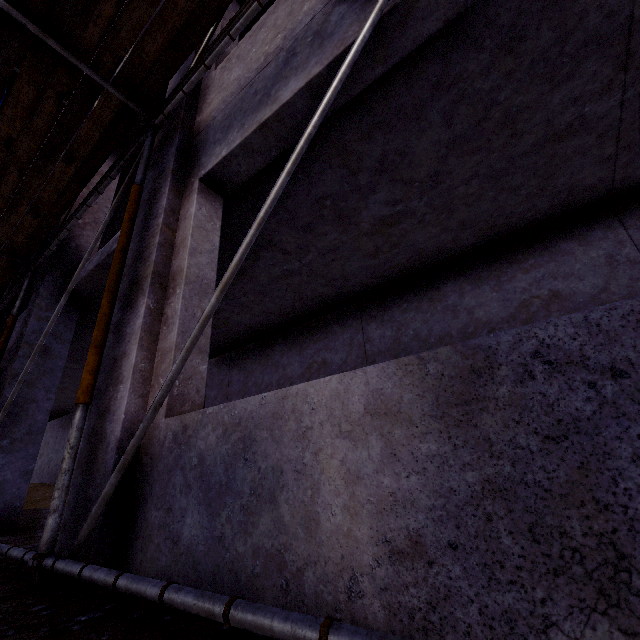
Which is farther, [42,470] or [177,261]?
[42,470]

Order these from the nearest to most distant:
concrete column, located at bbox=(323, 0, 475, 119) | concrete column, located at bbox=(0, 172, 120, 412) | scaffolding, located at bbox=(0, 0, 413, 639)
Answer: scaffolding, located at bbox=(0, 0, 413, 639)
concrete column, located at bbox=(323, 0, 475, 119)
concrete column, located at bbox=(0, 172, 120, 412)

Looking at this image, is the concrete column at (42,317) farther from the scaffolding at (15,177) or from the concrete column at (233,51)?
the concrete column at (233,51)

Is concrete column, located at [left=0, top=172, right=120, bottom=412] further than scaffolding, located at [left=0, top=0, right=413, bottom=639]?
Yes

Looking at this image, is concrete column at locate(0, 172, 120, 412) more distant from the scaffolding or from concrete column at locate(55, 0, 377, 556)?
concrete column at locate(55, 0, 377, 556)

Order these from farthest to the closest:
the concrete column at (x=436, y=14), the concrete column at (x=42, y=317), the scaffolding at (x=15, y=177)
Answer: the concrete column at (x=42, y=317), the concrete column at (x=436, y=14), the scaffolding at (x=15, y=177)

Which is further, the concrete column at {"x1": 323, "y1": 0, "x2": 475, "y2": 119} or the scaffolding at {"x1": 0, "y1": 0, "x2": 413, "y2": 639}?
the concrete column at {"x1": 323, "y1": 0, "x2": 475, "y2": 119}
